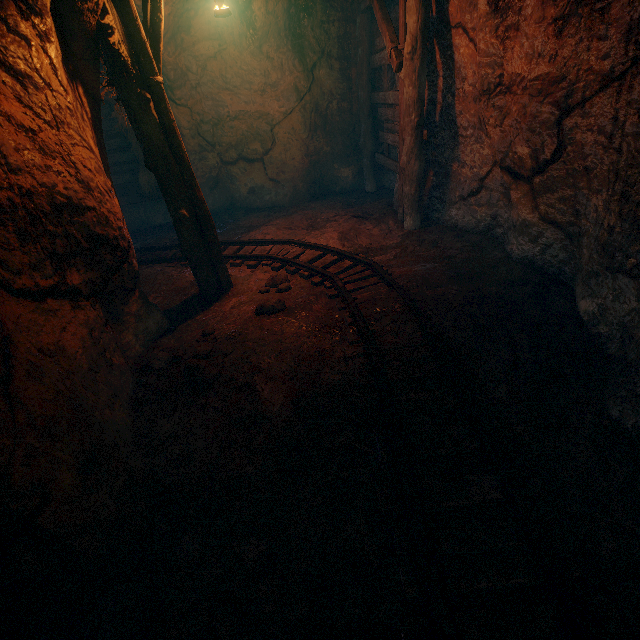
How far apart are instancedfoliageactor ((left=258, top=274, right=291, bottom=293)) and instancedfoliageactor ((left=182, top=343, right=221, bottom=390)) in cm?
159

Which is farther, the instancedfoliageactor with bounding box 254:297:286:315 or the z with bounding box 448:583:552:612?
the instancedfoliageactor with bounding box 254:297:286:315

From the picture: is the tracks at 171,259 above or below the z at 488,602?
above

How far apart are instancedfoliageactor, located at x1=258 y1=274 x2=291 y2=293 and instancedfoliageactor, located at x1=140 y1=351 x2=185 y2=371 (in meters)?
1.72

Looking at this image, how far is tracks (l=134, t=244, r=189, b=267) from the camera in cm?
680

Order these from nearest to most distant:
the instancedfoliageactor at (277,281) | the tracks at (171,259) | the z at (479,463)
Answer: the z at (479,463) < the instancedfoliageactor at (277,281) < the tracks at (171,259)

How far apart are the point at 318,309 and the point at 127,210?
7.8 meters

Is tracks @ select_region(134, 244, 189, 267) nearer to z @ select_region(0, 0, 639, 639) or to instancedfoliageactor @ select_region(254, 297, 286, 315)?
z @ select_region(0, 0, 639, 639)
